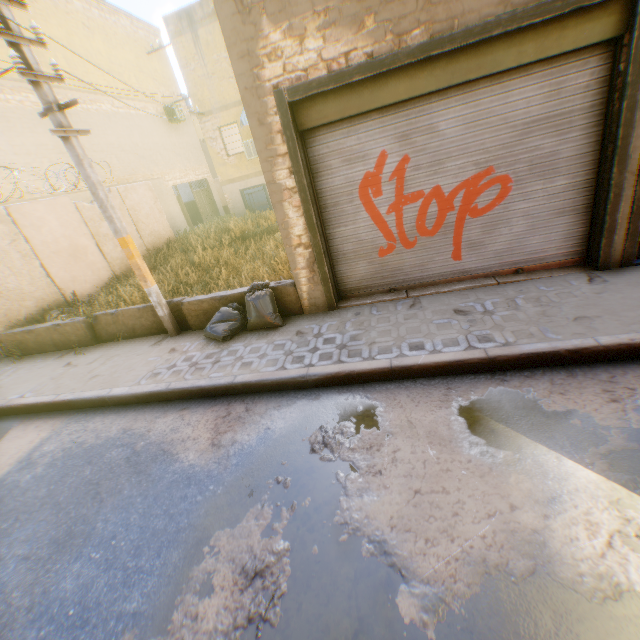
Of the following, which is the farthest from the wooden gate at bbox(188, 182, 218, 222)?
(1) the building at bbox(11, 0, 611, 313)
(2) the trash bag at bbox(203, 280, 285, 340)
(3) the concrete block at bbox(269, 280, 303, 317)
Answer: (2) the trash bag at bbox(203, 280, 285, 340)

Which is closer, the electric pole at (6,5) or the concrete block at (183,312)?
the electric pole at (6,5)

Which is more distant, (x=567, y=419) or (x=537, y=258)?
(x=537, y=258)

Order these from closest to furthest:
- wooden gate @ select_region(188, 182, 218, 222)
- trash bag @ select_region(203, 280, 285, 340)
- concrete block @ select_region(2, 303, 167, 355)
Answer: trash bag @ select_region(203, 280, 285, 340) < concrete block @ select_region(2, 303, 167, 355) < wooden gate @ select_region(188, 182, 218, 222)

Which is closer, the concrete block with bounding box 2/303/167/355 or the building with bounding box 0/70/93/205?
the concrete block with bounding box 2/303/167/355

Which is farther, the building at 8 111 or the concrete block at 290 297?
the building at 8 111

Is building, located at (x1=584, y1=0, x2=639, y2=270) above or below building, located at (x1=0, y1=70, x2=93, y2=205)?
below

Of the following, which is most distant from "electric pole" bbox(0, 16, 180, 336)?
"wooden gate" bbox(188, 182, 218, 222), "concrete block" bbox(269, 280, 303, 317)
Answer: "wooden gate" bbox(188, 182, 218, 222)
